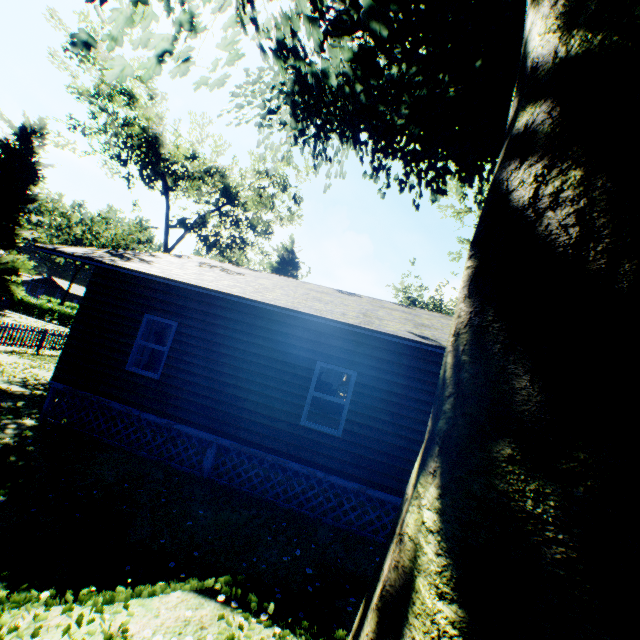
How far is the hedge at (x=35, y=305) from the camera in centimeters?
3775cm

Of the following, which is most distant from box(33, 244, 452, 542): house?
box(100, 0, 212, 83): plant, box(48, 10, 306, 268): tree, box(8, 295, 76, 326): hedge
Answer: box(8, 295, 76, 326): hedge

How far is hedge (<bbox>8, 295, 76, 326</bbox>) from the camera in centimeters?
3775cm

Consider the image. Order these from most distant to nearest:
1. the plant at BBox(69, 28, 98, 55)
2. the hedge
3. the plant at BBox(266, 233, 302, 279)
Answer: the hedge, the plant at BBox(266, 233, 302, 279), the plant at BBox(69, 28, 98, 55)

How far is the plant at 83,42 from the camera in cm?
560

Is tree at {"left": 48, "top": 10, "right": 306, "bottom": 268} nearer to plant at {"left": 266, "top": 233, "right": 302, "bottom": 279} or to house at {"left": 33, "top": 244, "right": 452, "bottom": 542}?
plant at {"left": 266, "top": 233, "right": 302, "bottom": 279}

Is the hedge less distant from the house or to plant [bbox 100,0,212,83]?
plant [bbox 100,0,212,83]

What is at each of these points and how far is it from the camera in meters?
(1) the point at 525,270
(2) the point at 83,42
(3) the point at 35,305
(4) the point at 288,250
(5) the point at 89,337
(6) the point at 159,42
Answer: (1) plant, 1.5 m
(2) plant, 5.8 m
(3) hedge, 38.7 m
(4) plant, 35.3 m
(5) house, 9.0 m
(6) plant, 6.6 m
